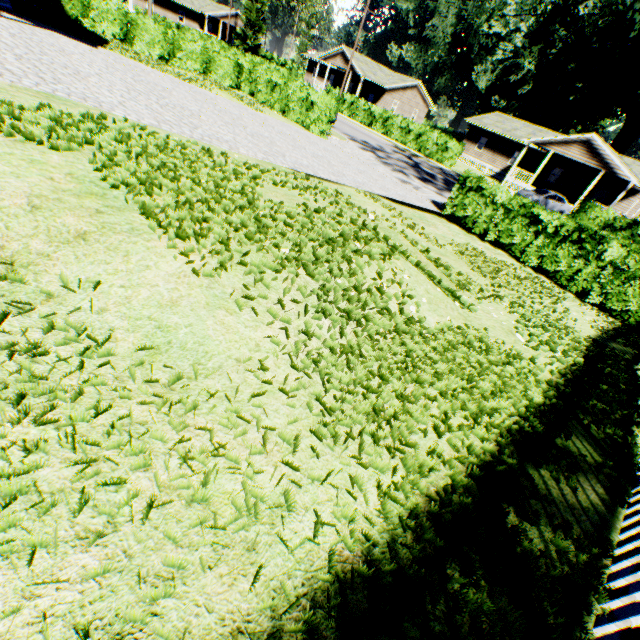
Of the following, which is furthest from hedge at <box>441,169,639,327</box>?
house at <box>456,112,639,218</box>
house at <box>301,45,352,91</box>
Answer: house at <box>301,45,352,91</box>

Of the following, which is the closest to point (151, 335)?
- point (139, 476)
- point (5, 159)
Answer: point (139, 476)

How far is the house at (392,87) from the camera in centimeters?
4253cm

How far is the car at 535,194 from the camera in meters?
27.1 m

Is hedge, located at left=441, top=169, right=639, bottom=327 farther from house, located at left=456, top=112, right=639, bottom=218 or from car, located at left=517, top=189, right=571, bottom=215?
house, located at left=456, top=112, right=639, bottom=218

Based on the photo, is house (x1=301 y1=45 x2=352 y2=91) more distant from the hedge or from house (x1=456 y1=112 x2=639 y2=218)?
the hedge

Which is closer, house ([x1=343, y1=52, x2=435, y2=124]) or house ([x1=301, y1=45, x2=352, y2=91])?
house ([x1=343, y1=52, x2=435, y2=124])

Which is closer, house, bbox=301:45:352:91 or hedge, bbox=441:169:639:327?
hedge, bbox=441:169:639:327
